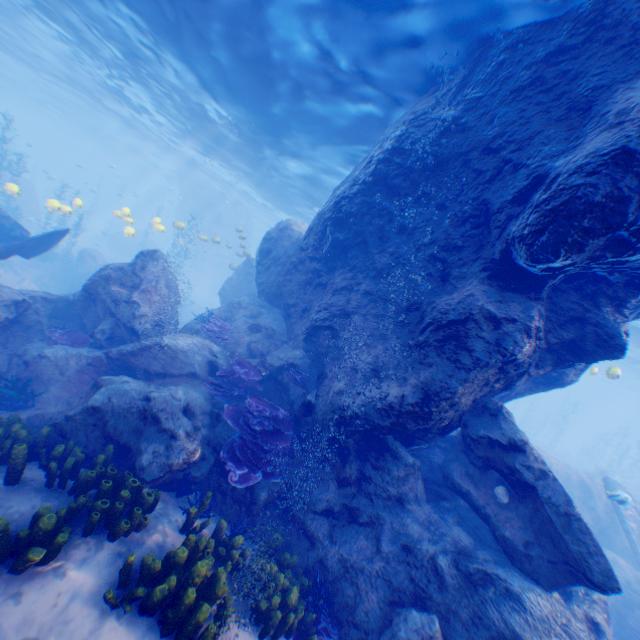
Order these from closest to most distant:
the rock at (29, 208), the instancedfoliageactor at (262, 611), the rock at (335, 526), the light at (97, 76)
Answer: the instancedfoliageactor at (262, 611) → the rock at (335, 526) → the light at (97, 76) → the rock at (29, 208)

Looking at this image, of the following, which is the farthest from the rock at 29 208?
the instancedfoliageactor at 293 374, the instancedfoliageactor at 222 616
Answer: the instancedfoliageactor at 222 616

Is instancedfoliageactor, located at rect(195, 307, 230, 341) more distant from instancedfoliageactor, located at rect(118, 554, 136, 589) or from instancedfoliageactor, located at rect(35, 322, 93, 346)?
instancedfoliageactor, located at rect(118, 554, 136, 589)

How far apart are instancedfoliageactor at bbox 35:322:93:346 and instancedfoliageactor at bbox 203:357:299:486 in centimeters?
488cm

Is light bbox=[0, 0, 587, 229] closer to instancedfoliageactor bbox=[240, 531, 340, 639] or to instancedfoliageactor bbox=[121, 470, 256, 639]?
instancedfoliageactor bbox=[121, 470, 256, 639]

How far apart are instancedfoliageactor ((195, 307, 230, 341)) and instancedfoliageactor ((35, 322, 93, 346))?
3.0 meters

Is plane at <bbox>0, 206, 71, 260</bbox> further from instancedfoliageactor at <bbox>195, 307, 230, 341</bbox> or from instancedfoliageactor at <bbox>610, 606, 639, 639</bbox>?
instancedfoliageactor at <bbox>610, 606, 639, 639</bbox>

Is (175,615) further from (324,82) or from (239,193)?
(239,193)
